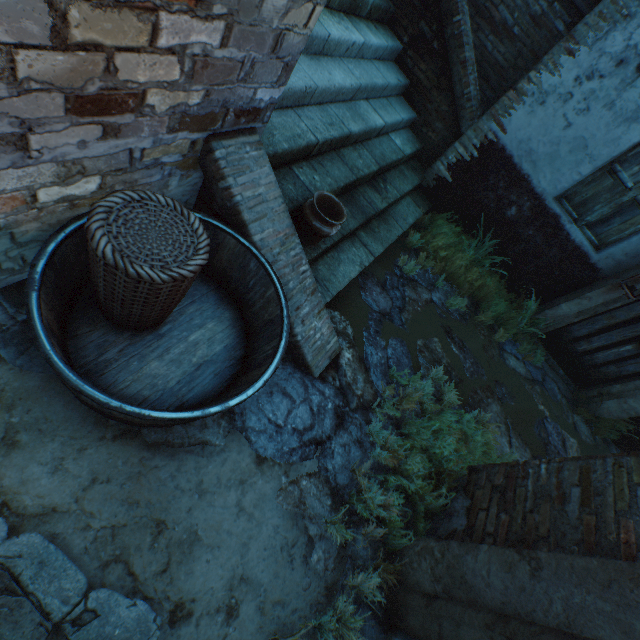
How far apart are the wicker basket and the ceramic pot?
1.03m

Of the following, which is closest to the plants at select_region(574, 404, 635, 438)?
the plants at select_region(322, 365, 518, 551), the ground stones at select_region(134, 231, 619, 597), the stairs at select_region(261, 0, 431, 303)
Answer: the ground stones at select_region(134, 231, 619, 597)

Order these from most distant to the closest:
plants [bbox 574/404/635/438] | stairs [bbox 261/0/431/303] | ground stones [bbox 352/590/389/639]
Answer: plants [bbox 574/404/635/438]
stairs [bbox 261/0/431/303]
ground stones [bbox 352/590/389/639]

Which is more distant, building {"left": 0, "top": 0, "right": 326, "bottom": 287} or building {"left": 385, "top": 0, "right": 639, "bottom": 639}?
building {"left": 385, "top": 0, "right": 639, "bottom": 639}

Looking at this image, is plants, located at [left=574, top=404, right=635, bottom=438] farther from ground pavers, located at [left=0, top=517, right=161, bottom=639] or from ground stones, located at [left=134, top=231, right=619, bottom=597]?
ground pavers, located at [left=0, top=517, right=161, bottom=639]

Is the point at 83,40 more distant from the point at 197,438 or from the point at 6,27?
the point at 197,438

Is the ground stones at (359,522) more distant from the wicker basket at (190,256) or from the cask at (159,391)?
the wicker basket at (190,256)

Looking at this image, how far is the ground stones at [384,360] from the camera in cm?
232
